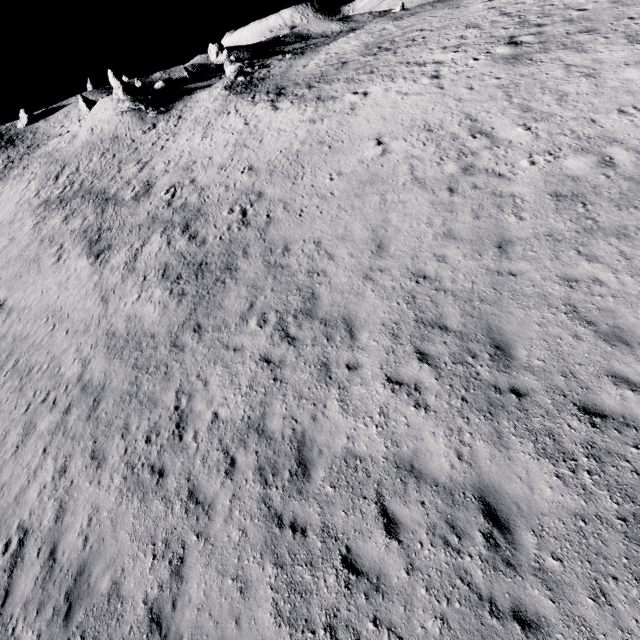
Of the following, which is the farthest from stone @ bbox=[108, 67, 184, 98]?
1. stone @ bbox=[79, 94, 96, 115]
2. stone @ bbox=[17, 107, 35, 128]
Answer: stone @ bbox=[17, 107, 35, 128]

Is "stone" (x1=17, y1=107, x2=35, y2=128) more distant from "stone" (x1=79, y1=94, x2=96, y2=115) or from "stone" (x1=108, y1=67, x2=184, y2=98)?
"stone" (x1=108, y1=67, x2=184, y2=98)

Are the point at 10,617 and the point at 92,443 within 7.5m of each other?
yes

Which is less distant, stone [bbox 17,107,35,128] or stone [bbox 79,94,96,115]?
stone [bbox 79,94,96,115]

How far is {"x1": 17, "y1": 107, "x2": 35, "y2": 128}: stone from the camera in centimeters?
5547cm

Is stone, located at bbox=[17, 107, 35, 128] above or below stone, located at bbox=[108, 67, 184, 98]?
above

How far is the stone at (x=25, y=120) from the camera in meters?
55.5 m

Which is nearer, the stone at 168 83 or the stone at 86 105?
the stone at 168 83
